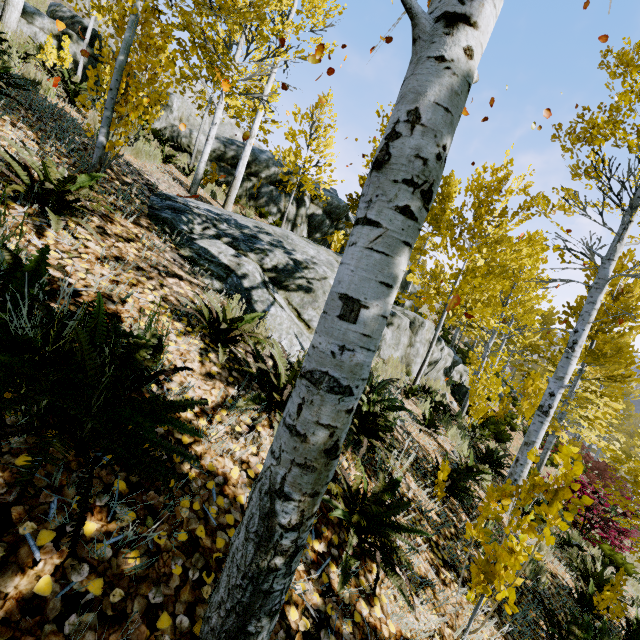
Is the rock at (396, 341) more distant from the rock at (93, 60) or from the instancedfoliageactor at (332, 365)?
the rock at (93, 60)

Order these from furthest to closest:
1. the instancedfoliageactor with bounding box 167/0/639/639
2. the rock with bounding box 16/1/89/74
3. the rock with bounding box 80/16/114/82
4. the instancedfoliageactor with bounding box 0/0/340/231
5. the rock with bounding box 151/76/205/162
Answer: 1. the rock with bounding box 151/76/205/162
2. the rock with bounding box 80/16/114/82
3. the rock with bounding box 16/1/89/74
4. the instancedfoliageactor with bounding box 0/0/340/231
5. the instancedfoliageactor with bounding box 167/0/639/639

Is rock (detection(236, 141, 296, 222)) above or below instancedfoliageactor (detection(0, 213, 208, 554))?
above

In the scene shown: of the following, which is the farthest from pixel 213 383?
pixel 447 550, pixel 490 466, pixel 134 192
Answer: pixel 490 466

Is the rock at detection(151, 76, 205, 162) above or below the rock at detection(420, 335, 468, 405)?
above

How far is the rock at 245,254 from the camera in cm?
378

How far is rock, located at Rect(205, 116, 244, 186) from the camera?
13.6 meters
